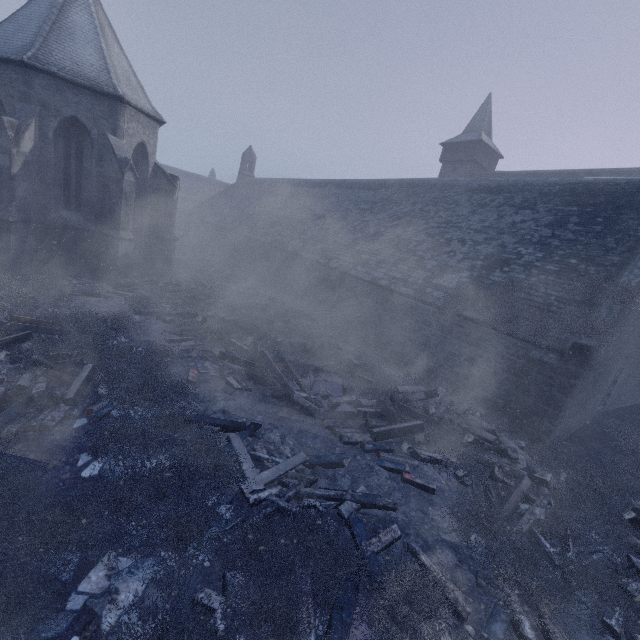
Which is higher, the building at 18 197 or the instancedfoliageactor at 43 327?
the building at 18 197

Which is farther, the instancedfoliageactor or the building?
the building

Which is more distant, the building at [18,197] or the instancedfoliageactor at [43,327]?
the building at [18,197]

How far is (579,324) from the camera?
8.3 meters

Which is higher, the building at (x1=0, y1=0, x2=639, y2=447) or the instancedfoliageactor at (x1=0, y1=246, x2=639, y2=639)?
the building at (x1=0, y1=0, x2=639, y2=447)
